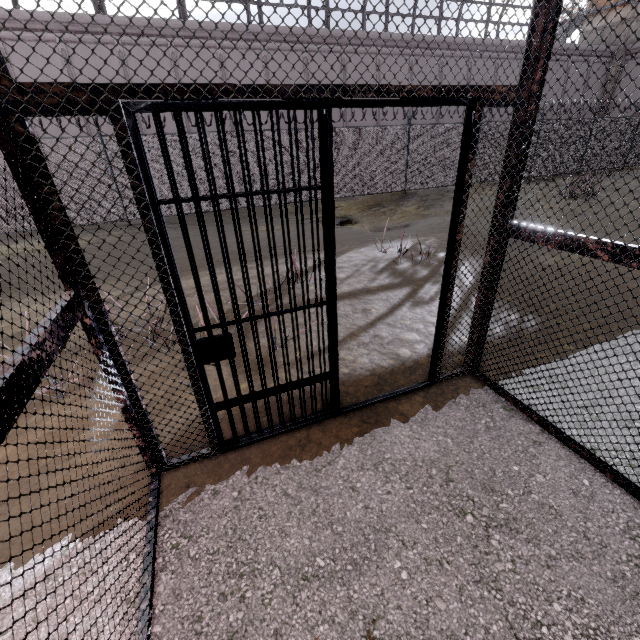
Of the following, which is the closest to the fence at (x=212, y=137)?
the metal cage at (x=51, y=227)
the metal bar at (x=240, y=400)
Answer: the metal cage at (x=51, y=227)

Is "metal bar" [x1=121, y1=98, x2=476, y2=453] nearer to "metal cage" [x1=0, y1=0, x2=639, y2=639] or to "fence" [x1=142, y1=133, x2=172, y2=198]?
"metal cage" [x1=0, y1=0, x2=639, y2=639]

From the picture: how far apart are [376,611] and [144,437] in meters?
1.8 m

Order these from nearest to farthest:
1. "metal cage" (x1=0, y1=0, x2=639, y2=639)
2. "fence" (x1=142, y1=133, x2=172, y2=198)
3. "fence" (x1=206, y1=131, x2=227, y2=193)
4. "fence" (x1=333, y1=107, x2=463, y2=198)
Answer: "metal cage" (x1=0, y1=0, x2=639, y2=639)
"fence" (x1=142, y1=133, x2=172, y2=198)
"fence" (x1=206, y1=131, x2=227, y2=193)
"fence" (x1=333, y1=107, x2=463, y2=198)

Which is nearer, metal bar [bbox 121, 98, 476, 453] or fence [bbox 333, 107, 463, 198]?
metal bar [bbox 121, 98, 476, 453]

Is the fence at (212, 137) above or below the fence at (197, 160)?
above
